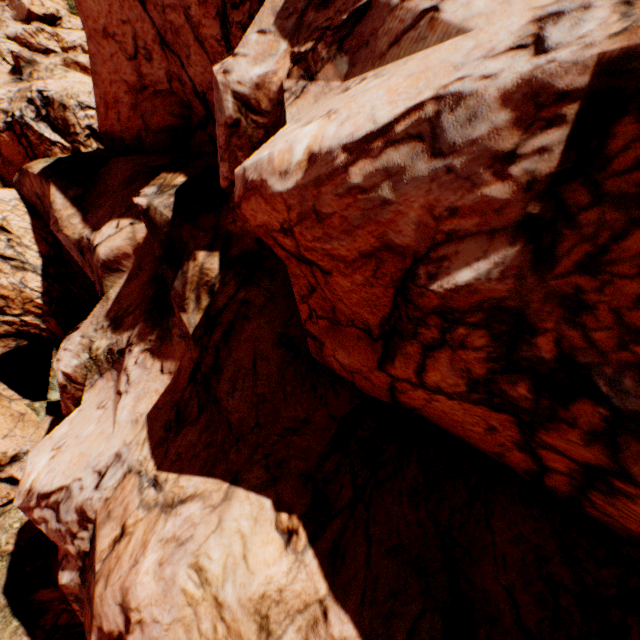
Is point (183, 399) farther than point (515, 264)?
Yes
